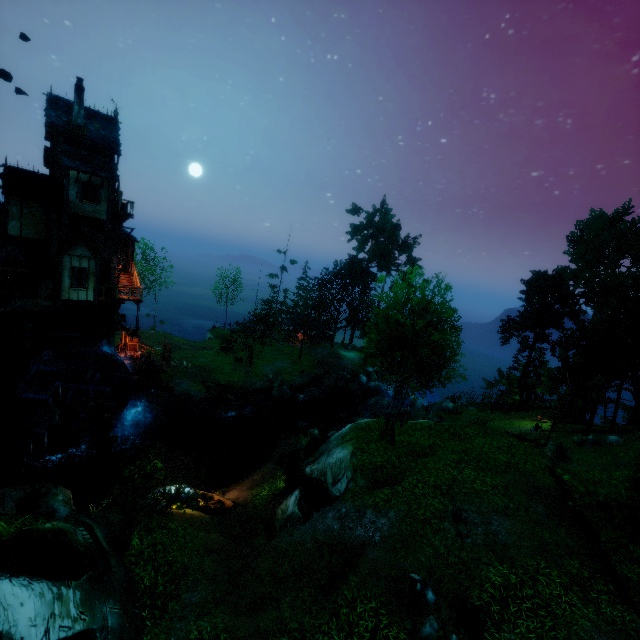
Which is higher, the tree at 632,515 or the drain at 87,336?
the tree at 632,515

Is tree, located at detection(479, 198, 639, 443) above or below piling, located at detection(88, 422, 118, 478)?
above

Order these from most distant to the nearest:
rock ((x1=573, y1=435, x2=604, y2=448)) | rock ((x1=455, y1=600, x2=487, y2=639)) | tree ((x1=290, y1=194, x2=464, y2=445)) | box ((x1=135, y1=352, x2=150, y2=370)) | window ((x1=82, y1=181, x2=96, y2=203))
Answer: box ((x1=135, y1=352, x2=150, y2=370)) < rock ((x1=573, y1=435, x2=604, y2=448)) < window ((x1=82, y1=181, x2=96, y2=203)) < tree ((x1=290, y1=194, x2=464, y2=445)) < rock ((x1=455, y1=600, x2=487, y2=639))

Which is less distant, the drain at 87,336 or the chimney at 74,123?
the drain at 87,336

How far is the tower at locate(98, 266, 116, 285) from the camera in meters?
23.7

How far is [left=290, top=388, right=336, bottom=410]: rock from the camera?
35.2m

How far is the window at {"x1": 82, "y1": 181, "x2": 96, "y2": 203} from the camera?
20.6 meters

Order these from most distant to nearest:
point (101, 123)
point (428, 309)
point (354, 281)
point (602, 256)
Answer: point (354, 281) → point (602, 256) → point (101, 123) → point (428, 309)
